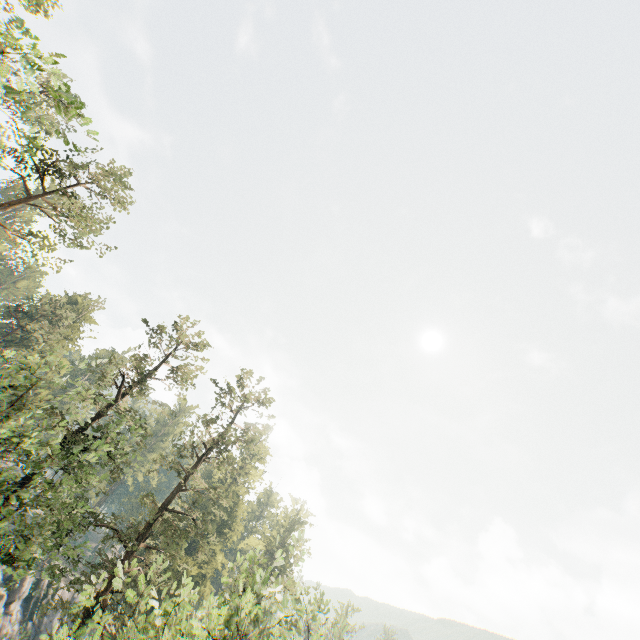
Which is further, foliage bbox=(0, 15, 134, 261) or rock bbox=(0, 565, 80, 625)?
rock bbox=(0, 565, 80, 625)

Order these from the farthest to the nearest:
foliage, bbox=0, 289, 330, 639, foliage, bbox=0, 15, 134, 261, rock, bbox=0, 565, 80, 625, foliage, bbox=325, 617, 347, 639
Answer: →
rock, bbox=0, 565, 80, 625
foliage, bbox=325, 617, 347, 639
foliage, bbox=0, 289, 330, 639
foliage, bbox=0, 15, 134, 261

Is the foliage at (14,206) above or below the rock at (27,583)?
above

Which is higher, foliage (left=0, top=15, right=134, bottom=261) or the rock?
foliage (left=0, top=15, right=134, bottom=261)

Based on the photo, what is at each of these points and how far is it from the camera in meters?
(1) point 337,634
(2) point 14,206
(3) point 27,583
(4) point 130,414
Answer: (1) foliage, 13.6
(2) foliage, 24.1
(3) rock, 41.1
(4) foliage, 24.0

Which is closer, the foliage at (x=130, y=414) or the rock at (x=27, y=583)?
the foliage at (x=130, y=414)

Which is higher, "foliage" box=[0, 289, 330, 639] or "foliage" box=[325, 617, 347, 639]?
"foliage" box=[325, 617, 347, 639]
